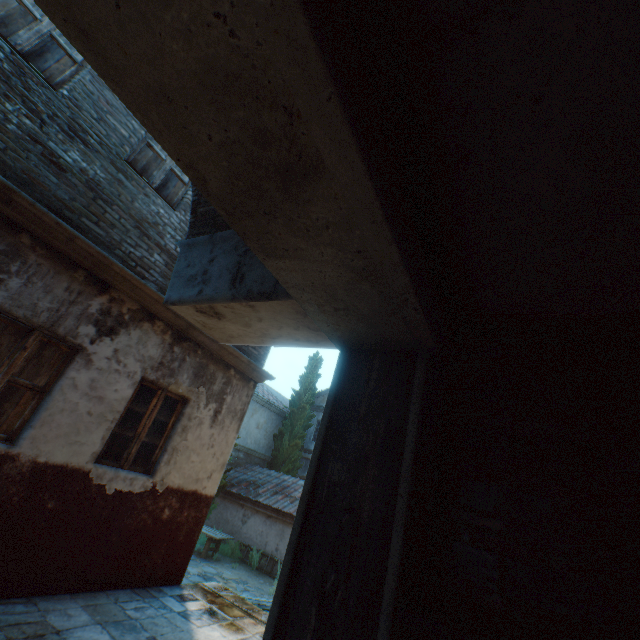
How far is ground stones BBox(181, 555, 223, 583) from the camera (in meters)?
8.78

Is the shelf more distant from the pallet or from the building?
the pallet

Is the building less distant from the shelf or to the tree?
the shelf

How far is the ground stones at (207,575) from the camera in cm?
878

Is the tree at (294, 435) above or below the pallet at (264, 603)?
above

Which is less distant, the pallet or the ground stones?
the pallet

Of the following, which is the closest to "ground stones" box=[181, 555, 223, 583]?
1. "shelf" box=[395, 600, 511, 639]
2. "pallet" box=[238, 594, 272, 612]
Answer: "pallet" box=[238, 594, 272, 612]

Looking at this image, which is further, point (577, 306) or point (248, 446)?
point (248, 446)
